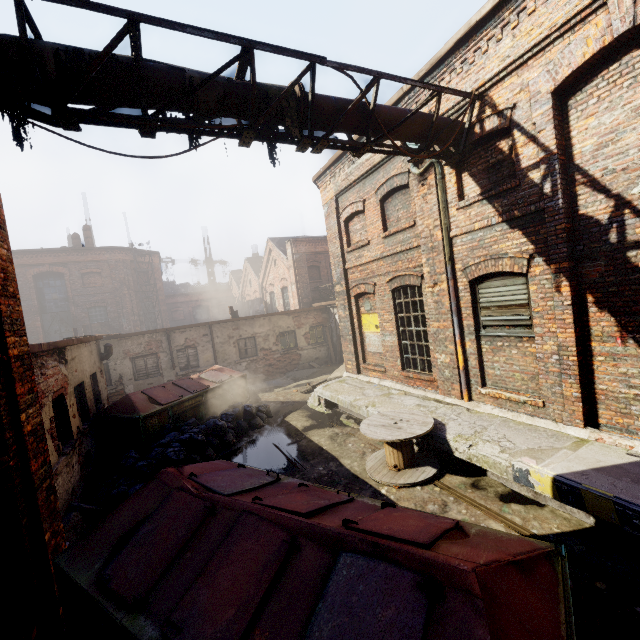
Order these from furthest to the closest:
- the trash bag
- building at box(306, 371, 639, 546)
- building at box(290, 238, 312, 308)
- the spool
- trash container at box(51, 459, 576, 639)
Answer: building at box(290, 238, 312, 308) < the trash bag < the spool < building at box(306, 371, 639, 546) < trash container at box(51, 459, 576, 639)

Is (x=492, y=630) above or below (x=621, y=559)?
above

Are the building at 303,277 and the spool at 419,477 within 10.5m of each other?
no

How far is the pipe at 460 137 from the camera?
6.24m

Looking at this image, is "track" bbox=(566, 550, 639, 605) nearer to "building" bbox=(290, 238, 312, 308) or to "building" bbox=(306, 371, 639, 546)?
"building" bbox=(306, 371, 639, 546)

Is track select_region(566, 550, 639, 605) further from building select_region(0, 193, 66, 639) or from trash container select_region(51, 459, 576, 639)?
building select_region(0, 193, 66, 639)

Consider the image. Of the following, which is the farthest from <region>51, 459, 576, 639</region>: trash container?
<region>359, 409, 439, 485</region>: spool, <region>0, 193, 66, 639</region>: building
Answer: <region>359, 409, 439, 485</region>: spool

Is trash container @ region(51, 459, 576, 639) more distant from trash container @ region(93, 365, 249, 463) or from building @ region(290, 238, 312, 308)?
building @ region(290, 238, 312, 308)
